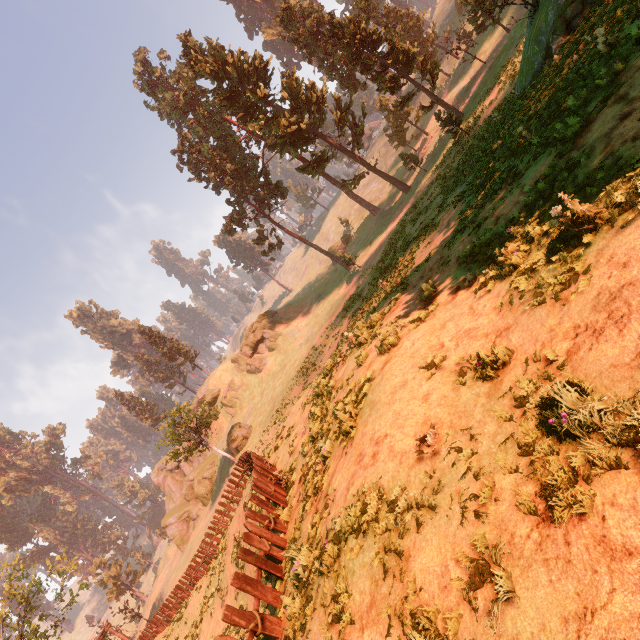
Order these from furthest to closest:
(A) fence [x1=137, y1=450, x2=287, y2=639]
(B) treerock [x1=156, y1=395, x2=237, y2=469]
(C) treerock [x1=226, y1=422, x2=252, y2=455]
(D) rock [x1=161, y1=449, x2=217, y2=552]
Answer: (D) rock [x1=161, y1=449, x2=217, y2=552]
(C) treerock [x1=226, y1=422, x2=252, y2=455]
(B) treerock [x1=156, y1=395, x2=237, y2=469]
(A) fence [x1=137, y1=450, x2=287, y2=639]

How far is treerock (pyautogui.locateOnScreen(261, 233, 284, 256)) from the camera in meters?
47.2

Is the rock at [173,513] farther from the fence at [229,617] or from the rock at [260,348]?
the fence at [229,617]

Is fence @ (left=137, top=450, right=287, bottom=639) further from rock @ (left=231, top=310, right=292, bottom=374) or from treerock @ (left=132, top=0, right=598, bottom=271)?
rock @ (left=231, top=310, right=292, bottom=374)

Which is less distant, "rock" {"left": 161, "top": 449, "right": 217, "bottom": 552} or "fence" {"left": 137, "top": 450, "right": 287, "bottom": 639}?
"fence" {"left": 137, "top": 450, "right": 287, "bottom": 639}

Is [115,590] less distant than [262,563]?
No

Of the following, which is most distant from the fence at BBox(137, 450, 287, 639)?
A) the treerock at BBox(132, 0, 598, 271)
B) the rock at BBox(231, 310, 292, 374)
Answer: the rock at BBox(231, 310, 292, 374)

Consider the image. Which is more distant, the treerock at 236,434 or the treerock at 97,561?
the treerock at 97,561
